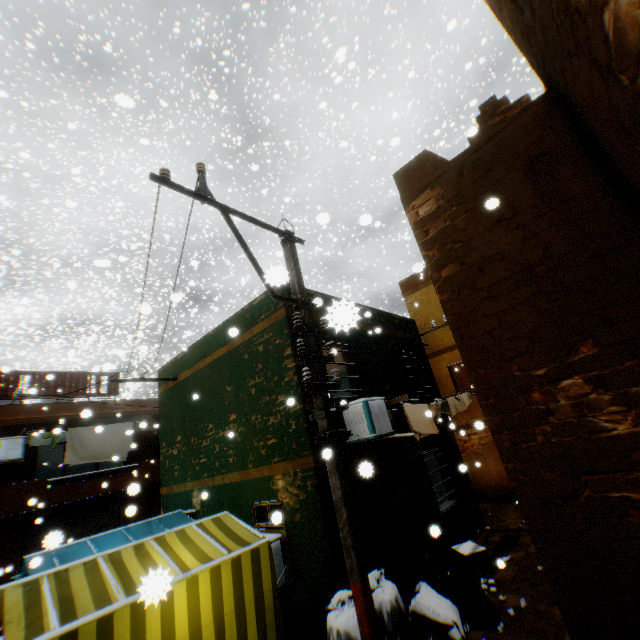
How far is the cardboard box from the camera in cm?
712

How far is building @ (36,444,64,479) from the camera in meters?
19.3

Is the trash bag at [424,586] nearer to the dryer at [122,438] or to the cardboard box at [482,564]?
the dryer at [122,438]

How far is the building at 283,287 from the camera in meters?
2.3 m

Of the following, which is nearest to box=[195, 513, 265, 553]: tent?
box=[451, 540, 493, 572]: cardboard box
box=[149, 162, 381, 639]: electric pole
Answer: box=[149, 162, 381, 639]: electric pole

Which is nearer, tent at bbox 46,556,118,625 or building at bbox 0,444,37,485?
tent at bbox 46,556,118,625

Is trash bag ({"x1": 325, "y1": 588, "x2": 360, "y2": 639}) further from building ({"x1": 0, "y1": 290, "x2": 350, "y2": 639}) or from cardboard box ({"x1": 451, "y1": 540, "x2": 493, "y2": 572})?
cardboard box ({"x1": 451, "y1": 540, "x2": 493, "y2": 572})

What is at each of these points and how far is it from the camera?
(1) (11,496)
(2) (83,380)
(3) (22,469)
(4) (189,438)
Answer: (1) balcony, 10.6m
(2) wooden shield, 14.4m
(3) building, 12.1m
(4) building, 9.4m
